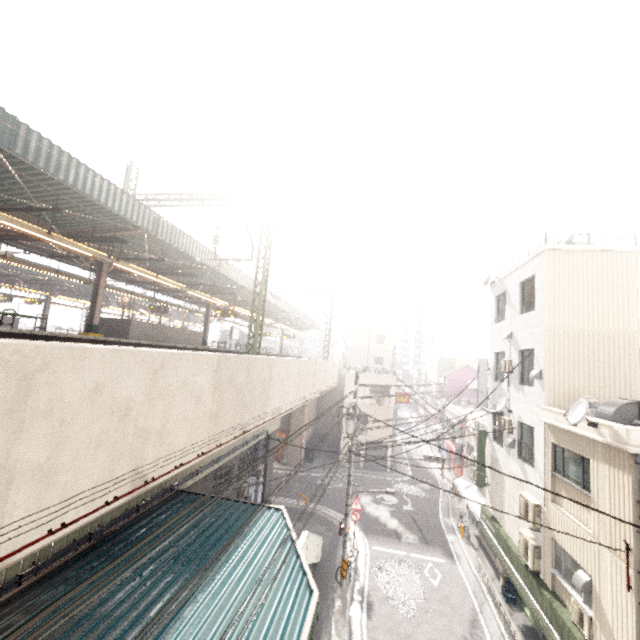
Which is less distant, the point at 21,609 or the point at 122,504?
the point at 21,609

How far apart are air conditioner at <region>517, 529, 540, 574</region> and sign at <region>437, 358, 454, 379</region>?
37.9m

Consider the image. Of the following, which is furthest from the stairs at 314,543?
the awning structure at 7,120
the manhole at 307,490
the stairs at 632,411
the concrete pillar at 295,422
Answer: the stairs at 632,411

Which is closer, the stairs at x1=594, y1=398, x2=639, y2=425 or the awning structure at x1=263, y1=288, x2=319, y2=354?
the stairs at x1=594, y1=398, x2=639, y2=425

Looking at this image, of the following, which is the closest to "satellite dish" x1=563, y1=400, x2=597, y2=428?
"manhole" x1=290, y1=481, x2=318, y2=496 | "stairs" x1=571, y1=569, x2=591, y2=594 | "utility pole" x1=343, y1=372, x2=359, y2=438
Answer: "stairs" x1=571, y1=569, x2=591, y2=594

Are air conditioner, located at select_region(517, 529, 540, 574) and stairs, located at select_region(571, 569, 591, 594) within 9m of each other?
yes

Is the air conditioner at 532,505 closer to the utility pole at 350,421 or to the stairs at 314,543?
the utility pole at 350,421

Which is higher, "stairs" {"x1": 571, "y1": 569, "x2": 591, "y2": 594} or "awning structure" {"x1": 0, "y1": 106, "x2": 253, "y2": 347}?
"awning structure" {"x1": 0, "y1": 106, "x2": 253, "y2": 347}
